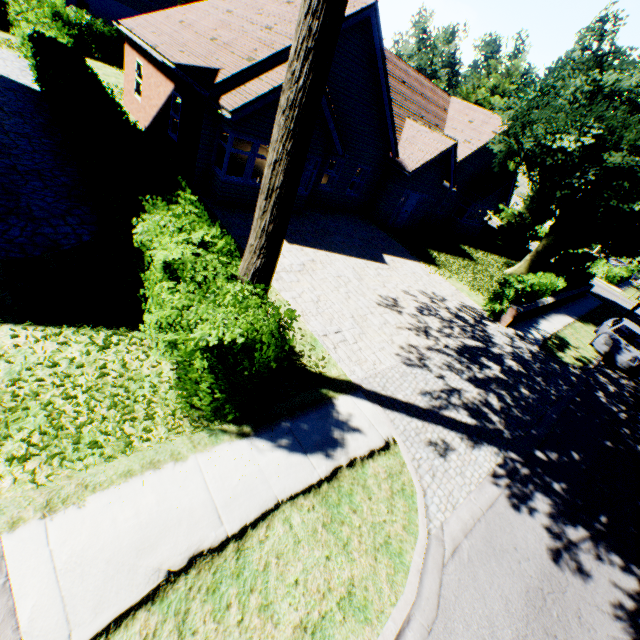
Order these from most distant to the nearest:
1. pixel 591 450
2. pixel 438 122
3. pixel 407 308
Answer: pixel 438 122 → pixel 407 308 → pixel 591 450

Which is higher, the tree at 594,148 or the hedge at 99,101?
the tree at 594,148

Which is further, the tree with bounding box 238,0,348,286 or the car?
the car

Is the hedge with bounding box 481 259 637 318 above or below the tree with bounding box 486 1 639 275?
below

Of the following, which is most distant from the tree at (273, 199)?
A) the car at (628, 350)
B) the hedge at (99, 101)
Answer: the car at (628, 350)

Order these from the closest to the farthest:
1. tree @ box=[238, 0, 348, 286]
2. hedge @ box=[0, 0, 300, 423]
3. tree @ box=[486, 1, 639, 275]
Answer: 1. tree @ box=[238, 0, 348, 286]
2. hedge @ box=[0, 0, 300, 423]
3. tree @ box=[486, 1, 639, 275]

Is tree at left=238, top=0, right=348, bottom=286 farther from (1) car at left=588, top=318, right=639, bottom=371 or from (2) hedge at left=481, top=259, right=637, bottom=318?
(1) car at left=588, top=318, right=639, bottom=371
